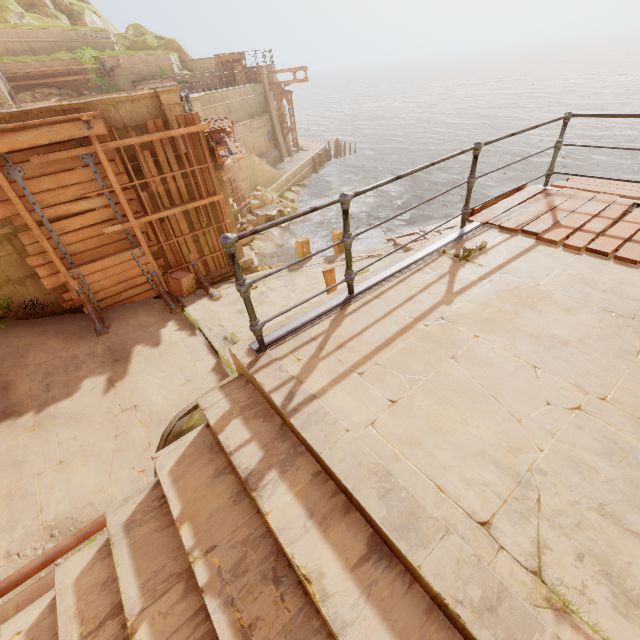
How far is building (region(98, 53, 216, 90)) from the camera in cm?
2209

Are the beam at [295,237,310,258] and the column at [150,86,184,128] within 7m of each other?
yes

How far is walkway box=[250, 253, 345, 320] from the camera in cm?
978

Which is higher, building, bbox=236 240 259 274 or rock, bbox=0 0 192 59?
rock, bbox=0 0 192 59

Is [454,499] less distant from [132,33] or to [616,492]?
[616,492]

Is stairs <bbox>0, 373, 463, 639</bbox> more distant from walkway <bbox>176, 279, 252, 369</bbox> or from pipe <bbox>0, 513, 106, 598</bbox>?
walkway <bbox>176, 279, 252, 369</bbox>

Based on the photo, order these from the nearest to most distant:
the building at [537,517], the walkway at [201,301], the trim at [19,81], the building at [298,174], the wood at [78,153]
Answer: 1. the building at [537,517]
2. the wood at [78,153]
3. the walkway at [201,301]
4. the trim at [19,81]
5. the building at [298,174]

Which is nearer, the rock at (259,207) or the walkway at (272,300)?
the walkway at (272,300)
